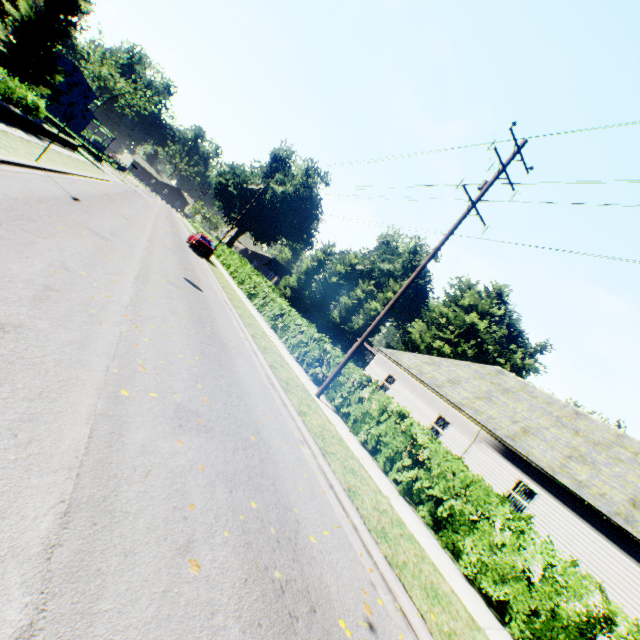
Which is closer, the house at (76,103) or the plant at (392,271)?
the house at (76,103)

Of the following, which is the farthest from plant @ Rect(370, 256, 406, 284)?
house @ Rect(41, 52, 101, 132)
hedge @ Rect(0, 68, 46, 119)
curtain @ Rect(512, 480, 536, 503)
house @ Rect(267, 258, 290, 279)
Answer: curtain @ Rect(512, 480, 536, 503)

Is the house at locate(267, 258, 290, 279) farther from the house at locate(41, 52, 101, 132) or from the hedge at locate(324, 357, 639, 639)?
the house at locate(41, 52, 101, 132)

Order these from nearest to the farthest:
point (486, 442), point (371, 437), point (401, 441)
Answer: point (401, 441), point (371, 437), point (486, 442)

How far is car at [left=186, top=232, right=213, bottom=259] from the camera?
26.9m

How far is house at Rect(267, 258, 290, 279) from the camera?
55.6 meters

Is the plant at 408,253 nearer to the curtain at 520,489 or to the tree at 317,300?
the tree at 317,300

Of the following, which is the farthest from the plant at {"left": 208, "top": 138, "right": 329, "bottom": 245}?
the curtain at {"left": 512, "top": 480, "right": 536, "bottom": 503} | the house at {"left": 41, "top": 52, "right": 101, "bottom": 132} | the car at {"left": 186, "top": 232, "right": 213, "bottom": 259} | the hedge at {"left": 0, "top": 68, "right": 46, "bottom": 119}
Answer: the curtain at {"left": 512, "top": 480, "right": 536, "bottom": 503}
